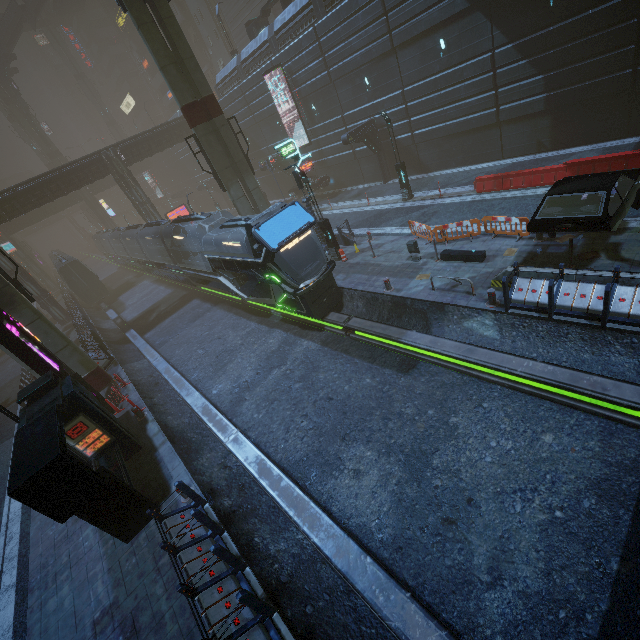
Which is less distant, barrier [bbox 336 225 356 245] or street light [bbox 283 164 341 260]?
street light [bbox 283 164 341 260]

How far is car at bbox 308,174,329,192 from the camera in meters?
30.9 m

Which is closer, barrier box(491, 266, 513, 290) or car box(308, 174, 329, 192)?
barrier box(491, 266, 513, 290)

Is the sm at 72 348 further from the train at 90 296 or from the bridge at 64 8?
the bridge at 64 8

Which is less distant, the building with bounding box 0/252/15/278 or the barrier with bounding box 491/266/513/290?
the barrier with bounding box 491/266/513/290

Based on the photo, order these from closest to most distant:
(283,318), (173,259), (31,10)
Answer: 1. (283,318)
2. (173,259)
3. (31,10)

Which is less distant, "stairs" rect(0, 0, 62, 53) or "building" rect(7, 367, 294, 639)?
"building" rect(7, 367, 294, 639)

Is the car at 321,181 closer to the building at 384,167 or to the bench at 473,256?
the building at 384,167
